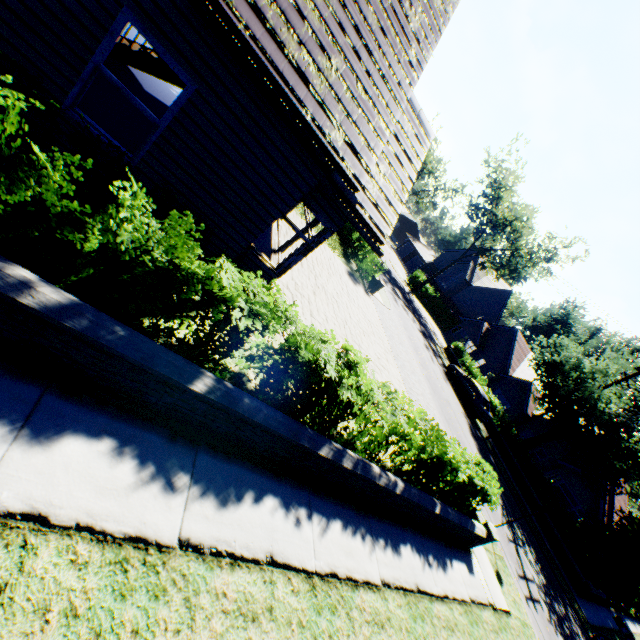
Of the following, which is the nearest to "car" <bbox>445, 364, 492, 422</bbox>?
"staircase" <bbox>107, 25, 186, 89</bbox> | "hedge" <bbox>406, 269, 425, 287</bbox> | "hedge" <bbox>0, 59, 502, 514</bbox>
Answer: "hedge" <bbox>406, 269, 425, 287</bbox>

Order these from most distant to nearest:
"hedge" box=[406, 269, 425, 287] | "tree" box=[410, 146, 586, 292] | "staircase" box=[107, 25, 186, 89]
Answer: "hedge" box=[406, 269, 425, 287]
"tree" box=[410, 146, 586, 292]
"staircase" box=[107, 25, 186, 89]

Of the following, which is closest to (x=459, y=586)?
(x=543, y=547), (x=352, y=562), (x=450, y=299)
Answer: (x=352, y=562)

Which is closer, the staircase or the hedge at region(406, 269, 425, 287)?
the staircase

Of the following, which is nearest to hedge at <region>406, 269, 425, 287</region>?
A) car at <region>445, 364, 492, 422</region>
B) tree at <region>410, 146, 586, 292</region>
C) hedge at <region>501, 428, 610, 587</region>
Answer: tree at <region>410, 146, 586, 292</region>

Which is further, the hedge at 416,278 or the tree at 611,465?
the hedge at 416,278

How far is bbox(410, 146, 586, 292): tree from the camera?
35.6m

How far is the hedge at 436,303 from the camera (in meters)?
43.62
